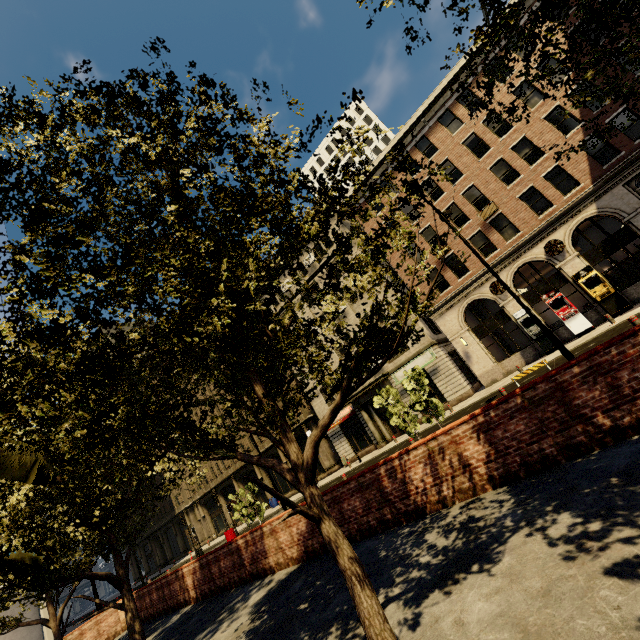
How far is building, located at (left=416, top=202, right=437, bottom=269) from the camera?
25.4m

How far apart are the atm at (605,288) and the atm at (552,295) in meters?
0.9

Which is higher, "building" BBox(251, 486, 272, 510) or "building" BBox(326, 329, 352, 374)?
"building" BBox(326, 329, 352, 374)

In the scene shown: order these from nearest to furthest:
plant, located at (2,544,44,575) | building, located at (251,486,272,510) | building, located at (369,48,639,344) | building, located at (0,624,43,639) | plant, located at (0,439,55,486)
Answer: plant, located at (0,439,55,486), plant, located at (2,544,44,575), building, located at (369,48,639,344), building, located at (0,624,43,639), building, located at (251,486,272,510)

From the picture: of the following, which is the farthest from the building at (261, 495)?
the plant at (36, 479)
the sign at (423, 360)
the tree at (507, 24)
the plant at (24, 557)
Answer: the plant at (36, 479)

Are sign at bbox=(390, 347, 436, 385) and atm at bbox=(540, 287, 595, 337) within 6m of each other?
no

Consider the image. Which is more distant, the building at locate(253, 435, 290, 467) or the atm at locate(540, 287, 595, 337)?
the building at locate(253, 435, 290, 467)

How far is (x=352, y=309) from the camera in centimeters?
2989cm
